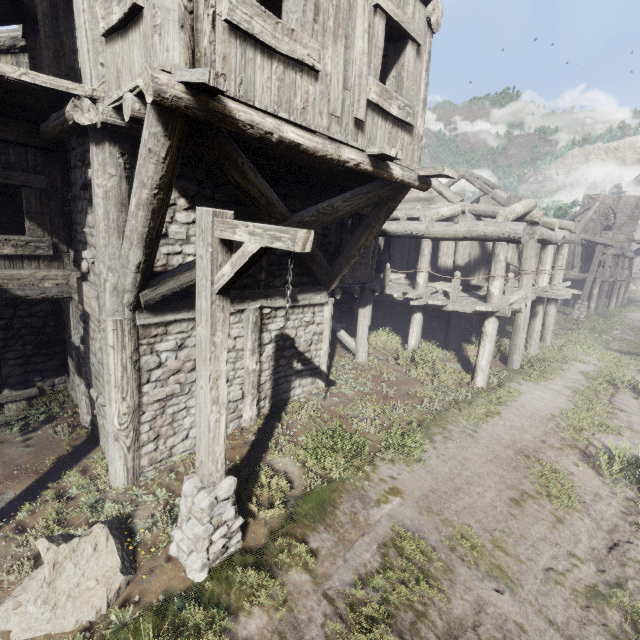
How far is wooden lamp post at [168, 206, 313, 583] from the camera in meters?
3.1 m

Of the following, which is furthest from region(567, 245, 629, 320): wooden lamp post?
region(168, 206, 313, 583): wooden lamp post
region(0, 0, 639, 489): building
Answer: region(168, 206, 313, 583): wooden lamp post

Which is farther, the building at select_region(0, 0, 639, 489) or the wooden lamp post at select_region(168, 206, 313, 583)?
the building at select_region(0, 0, 639, 489)

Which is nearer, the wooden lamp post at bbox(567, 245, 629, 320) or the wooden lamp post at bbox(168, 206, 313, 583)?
the wooden lamp post at bbox(168, 206, 313, 583)

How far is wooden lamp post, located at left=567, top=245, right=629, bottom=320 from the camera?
19.6 meters

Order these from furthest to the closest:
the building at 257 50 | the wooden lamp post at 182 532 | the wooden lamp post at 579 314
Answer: the wooden lamp post at 579 314
the building at 257 50
the wooden lamp post at 182 532

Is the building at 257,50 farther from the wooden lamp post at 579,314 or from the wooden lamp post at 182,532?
the wooden lamp post at 579,314

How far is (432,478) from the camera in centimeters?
591cm
